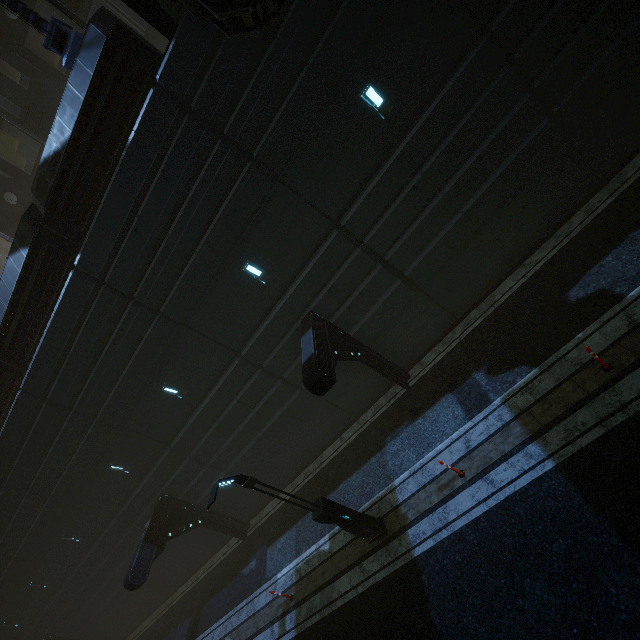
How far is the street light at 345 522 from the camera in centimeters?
812cm

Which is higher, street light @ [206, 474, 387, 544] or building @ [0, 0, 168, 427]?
building @ [0, 0, 168, 427]

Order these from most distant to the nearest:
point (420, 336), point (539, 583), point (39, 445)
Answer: point (39, 445), point (420, 336), point (539, 583)

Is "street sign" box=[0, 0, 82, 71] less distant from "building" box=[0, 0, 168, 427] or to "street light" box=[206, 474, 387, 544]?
"building" box=[0, 0, 168, 427]

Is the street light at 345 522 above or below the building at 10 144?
below

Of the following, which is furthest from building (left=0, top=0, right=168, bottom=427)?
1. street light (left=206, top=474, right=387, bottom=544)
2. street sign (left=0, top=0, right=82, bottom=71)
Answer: street light (left=206, top=474, right=387, bottom=544)

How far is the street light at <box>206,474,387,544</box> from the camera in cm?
812
